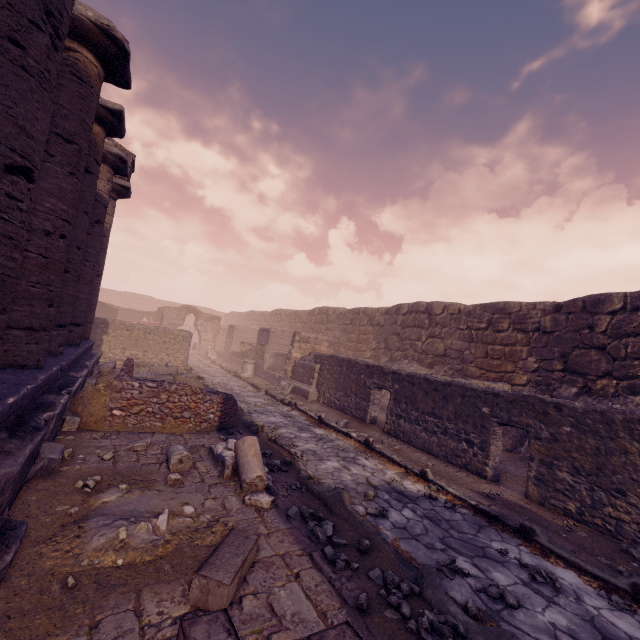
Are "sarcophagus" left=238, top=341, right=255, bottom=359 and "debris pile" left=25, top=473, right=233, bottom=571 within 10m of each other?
no

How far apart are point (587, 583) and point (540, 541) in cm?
62

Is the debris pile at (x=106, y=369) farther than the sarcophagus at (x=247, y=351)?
No

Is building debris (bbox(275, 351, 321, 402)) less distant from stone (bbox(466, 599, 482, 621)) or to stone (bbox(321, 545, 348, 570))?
stone (bbox(321, 545, 348, 570))

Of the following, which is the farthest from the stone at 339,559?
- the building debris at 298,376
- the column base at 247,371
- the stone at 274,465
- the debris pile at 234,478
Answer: the column base at 247,371

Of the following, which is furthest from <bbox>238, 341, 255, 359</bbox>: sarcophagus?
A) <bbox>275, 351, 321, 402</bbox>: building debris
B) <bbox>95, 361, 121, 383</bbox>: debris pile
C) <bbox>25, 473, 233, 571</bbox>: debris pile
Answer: <bbox>25, 473, 233, 571</bbox>: debris pile

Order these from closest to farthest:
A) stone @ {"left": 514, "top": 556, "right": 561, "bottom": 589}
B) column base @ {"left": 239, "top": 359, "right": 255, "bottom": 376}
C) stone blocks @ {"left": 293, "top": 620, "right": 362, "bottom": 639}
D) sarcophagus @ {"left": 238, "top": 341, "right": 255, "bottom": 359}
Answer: stone blocks @ {"left": 293, "top": 620, "right": 362, "bottom": 639} < stone @ {"left": 514, "top": 556, "right": 561, "bottom": 589} < column base @ {"left": 239, "top": 359, "right": 255, "bottom": 376} < sarcophagus @ {"left": 238, "top": 341, "right": 255, "bottom": 359}

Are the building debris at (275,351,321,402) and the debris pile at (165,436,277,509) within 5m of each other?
no
